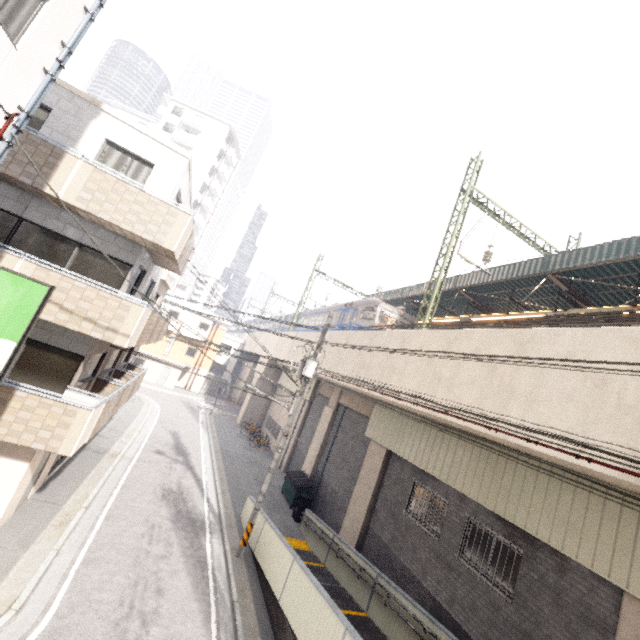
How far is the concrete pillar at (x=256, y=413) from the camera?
31.9m

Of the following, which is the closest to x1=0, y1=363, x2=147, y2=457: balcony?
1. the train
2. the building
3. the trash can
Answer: the trash can

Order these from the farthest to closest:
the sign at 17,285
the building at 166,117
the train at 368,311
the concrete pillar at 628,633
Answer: the building at 166,117
the train at 368,311
the concrete pillar at 628,633
the sign at 17,285

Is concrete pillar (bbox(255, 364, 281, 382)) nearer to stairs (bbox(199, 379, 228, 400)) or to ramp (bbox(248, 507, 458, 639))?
stairs (bbox(199, 379, 228, 400))

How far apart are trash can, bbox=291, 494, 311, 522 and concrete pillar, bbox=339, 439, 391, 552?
2.1 meters

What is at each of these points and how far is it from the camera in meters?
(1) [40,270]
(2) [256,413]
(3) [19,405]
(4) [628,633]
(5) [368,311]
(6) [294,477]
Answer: (1) balcony, 8.1
(2) concrete pillar, 32.2
(3) balcony, 7.9
(4) concrete pillar, 6.0
(5) train, 22.0
(6) dumpster, 18.3

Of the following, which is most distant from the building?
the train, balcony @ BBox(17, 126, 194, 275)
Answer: balcony @ BBox(17, 126, 194, 275)

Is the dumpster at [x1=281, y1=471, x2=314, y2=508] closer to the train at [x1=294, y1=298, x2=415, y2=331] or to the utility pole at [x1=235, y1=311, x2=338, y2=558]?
the utility pole at [x1=235, y1=311, x2=338, y2=558]
